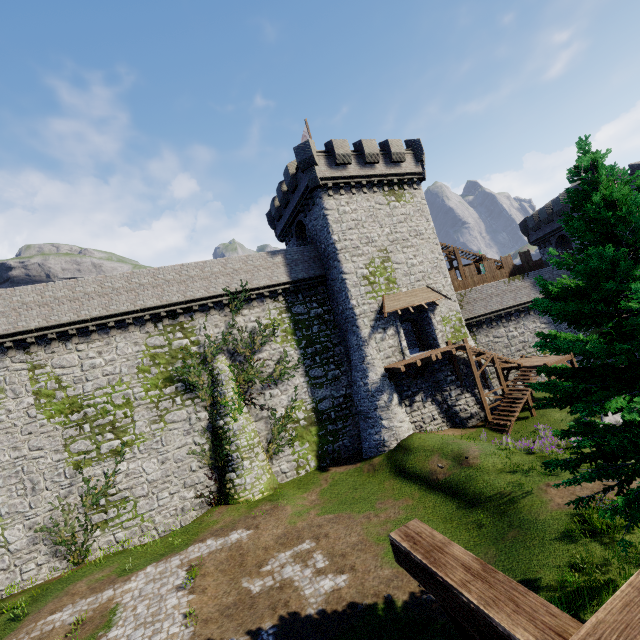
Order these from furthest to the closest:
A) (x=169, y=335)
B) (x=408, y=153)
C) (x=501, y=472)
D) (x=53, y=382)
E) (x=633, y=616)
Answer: (x=408, y=153) < (x=169, y=335) < (x=53, y=382) < (x=501, y=472) < (x=633, y=616)

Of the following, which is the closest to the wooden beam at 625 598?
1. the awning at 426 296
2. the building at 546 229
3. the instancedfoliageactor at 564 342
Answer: the instancedfoliageactor at 564 342

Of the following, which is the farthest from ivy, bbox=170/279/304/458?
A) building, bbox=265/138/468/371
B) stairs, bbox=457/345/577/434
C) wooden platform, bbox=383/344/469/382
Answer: stairs, bbox=457/345/577/434

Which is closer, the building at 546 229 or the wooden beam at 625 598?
the wooden beam at 625 598

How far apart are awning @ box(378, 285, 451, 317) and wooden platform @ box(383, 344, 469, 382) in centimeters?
309cm

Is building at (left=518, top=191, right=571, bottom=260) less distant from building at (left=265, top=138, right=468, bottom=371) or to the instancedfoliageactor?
building at (left=265, top=138, right=468, bottom=371)

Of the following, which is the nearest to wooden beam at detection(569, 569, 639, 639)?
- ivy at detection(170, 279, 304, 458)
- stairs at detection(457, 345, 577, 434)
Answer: ivy at detection(170, 279, 304, 458)

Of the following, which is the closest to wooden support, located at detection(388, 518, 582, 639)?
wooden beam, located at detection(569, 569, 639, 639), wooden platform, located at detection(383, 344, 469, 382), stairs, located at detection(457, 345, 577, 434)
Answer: wooden beam, located at detection(569, 569, 639, 639)
